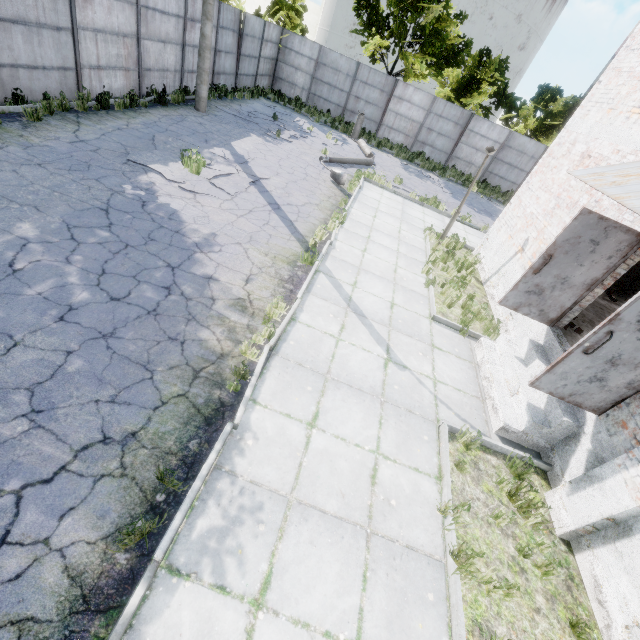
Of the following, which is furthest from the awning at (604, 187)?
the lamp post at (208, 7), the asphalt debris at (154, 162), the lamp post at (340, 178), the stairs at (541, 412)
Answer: the lamp post at (208, 7)

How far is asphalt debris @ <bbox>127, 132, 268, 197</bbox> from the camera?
8.6m

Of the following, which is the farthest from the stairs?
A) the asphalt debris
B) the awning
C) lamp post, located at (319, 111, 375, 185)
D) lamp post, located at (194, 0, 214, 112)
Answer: lamp post, located at (194, 0, 214, 112)

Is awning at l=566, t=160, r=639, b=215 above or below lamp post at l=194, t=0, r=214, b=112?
above

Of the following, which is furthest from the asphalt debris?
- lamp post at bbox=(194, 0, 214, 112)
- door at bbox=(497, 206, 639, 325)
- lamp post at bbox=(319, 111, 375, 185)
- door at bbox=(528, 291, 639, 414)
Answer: door at bbox=(528, 291, 639, 414)

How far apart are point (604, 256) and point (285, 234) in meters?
→ 6.7 m

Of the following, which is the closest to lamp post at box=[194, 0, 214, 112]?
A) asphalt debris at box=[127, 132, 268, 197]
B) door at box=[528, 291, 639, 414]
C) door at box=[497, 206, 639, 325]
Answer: asphalt debris at box=[127, 132, 268, 197]

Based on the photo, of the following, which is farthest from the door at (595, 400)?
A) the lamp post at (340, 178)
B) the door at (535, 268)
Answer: the lamp post at (340, 178)
